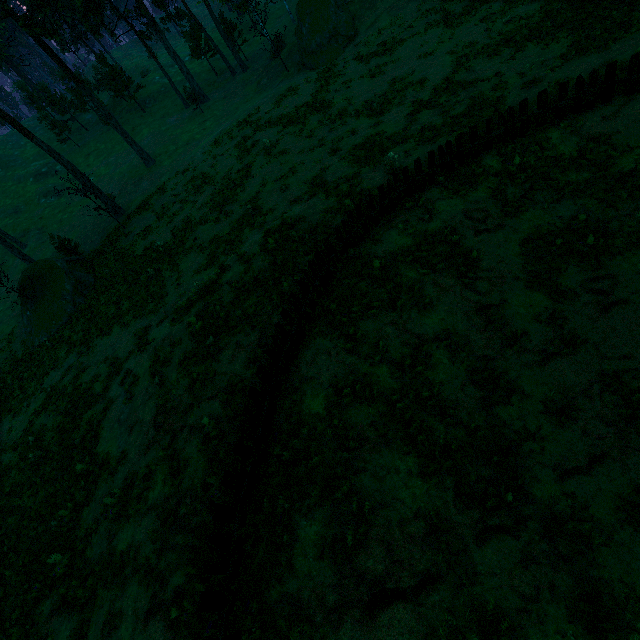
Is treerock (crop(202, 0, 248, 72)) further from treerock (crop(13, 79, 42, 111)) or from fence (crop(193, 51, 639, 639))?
treerock (crop(13, 79, 42, 111))

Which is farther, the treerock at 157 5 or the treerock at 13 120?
the treerock at 157 5

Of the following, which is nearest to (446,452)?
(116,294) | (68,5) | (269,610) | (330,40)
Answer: (269,610)

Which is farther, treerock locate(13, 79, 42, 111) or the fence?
treerock locate(13, 79, 42, 111)

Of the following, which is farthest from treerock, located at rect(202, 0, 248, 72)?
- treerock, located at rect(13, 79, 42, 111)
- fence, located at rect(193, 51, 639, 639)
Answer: treerock, located at rect(13, 79, 42, 111)

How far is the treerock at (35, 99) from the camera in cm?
5803

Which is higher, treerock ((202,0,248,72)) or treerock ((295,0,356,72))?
treerock ((202,0,248,72))

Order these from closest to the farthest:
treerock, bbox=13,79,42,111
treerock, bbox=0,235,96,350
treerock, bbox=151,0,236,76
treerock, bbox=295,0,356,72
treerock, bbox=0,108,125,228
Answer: treerock, bbox=0,235,96,350, treerock, bbox=0,108,125,228, treerock, bbox=295,0,356,72, treerock, bbox=151,0,236,76, treerock, bbox=13,79,42,111
